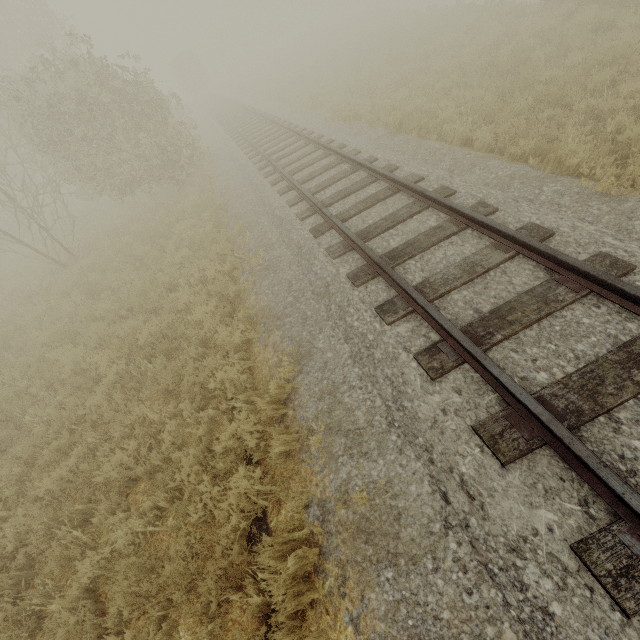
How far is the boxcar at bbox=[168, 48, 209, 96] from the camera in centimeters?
4134cm

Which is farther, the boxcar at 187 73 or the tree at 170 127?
the boxcar at 187 73

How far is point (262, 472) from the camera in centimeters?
419cm

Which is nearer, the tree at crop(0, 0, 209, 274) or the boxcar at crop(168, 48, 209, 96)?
the tree at crop(0, 0, 209, 274)

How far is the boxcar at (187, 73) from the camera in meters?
41.3
